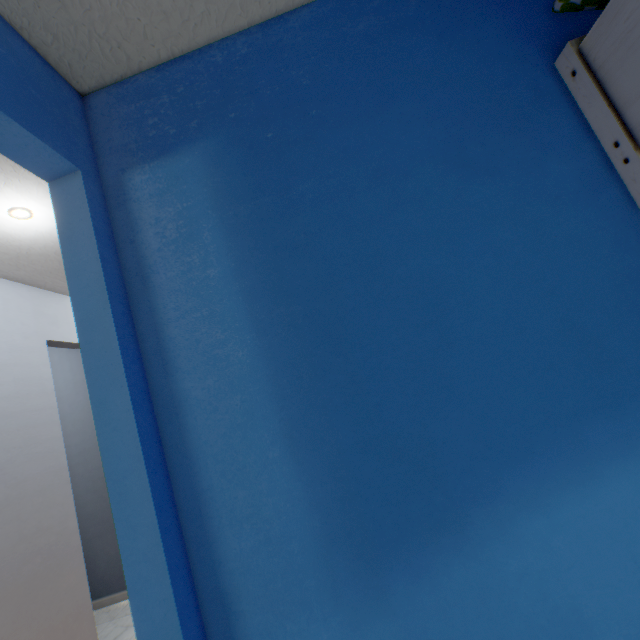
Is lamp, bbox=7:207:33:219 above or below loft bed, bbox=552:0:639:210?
above

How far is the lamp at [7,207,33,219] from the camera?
1.60m

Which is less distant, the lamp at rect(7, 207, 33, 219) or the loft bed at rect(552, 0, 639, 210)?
the loft bed at rect(552, 0, 639, 210)

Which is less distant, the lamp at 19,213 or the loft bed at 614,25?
the loft bed at 614,25

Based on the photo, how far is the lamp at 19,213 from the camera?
1.60m

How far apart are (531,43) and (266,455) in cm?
157
